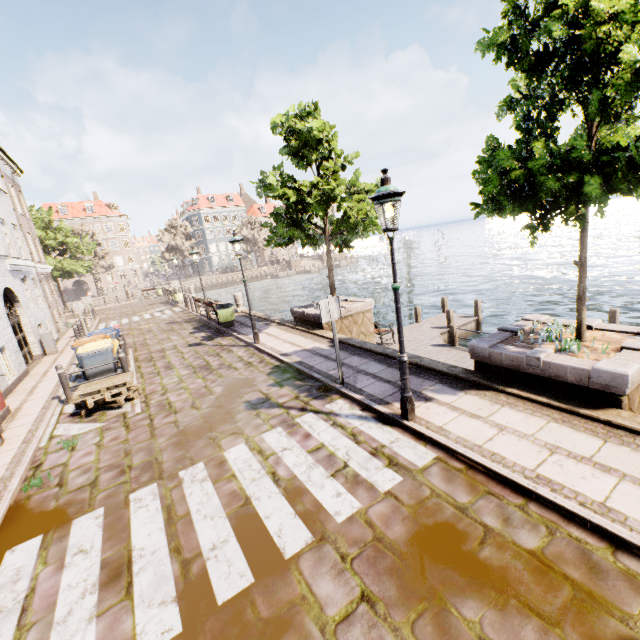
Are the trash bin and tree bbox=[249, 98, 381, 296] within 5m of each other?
yes

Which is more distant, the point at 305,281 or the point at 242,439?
the point at 305,281

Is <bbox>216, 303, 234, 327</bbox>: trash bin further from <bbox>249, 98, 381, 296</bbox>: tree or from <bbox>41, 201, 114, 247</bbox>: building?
<bbox>41, 201, 114, 247</bbox>: building

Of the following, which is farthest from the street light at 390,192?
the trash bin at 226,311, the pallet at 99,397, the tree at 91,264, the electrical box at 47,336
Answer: the tree at 91,264

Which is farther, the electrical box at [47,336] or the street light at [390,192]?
the electrical box at [47,336]

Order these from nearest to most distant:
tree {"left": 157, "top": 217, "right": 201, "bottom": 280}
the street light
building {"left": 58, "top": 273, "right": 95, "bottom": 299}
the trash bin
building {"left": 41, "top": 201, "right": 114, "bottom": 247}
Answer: the street light < the trash bin < tree {"left": 157, "top": 217, "right": 201, "bottom": 280} < building {"left": 41, "top": 201, "right": 114, "bottom": 247} < building {"left": 58, "top": 273, "right": 95, "bottom": 299}

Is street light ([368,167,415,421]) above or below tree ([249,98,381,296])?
below
